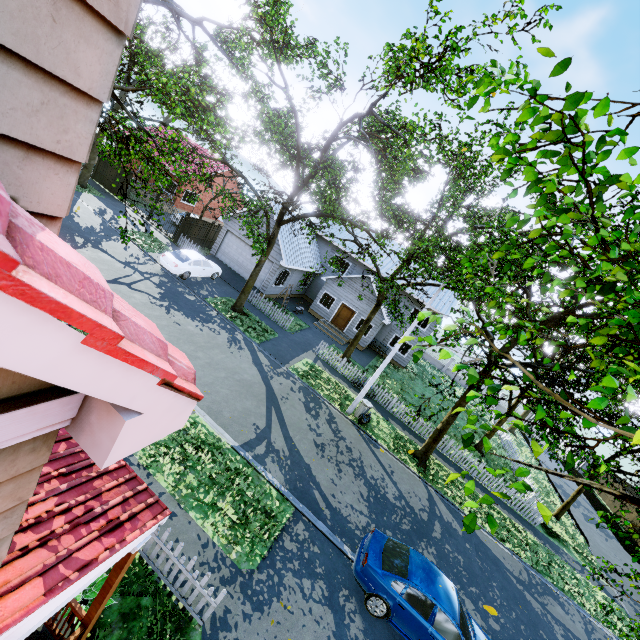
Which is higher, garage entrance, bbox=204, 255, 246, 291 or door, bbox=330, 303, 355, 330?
door, bbox=330, 303, 355, 330

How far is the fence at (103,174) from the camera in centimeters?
2645cm

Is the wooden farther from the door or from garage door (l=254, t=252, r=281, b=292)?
the door

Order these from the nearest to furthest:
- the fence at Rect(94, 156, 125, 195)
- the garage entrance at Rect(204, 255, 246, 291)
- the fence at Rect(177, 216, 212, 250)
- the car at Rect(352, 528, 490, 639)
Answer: the car at Rect(352, 528, 490, 639) → the garage entrance at Rect(204, 255, 246, 291) → the fence at Rect(177, 216, 212, 250) → the fence at Rect(94, 156, 125, 195)

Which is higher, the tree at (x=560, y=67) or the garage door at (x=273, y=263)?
the tree at (x=560, y=67)

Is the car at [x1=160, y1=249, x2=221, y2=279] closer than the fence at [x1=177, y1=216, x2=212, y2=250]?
Yes

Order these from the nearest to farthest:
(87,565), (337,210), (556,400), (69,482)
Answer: (87,565), (69,482), (556,400), (337,210)

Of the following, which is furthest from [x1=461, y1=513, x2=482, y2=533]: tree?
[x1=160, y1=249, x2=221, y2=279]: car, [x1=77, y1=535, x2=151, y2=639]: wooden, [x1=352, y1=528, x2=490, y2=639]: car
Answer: [x1=77, y1=535, x2=151, y2=639]: wooden
